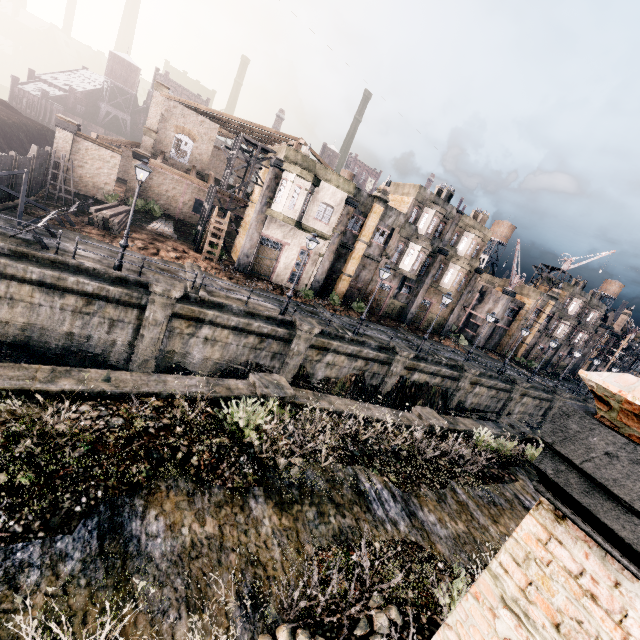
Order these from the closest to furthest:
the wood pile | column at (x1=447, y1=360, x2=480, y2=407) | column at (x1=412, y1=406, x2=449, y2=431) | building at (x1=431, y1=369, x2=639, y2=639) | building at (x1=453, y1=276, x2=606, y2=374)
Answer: building at (x1=431, y1=369, x2=639, y2=639)
column at (x1=412, y1=406, x2=449, y2=431)
the wood pile
column at (x1=447, y1=360, x2=480, y2=407)
building at (x1=453, y1=276, x2=606, y2=374)

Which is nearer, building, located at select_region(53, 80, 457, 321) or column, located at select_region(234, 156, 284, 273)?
column, located at select_region(234, 156, 284, 273)

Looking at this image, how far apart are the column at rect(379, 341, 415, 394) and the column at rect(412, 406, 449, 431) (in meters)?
7.63

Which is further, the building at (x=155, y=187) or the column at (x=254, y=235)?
the building at (x=155, y=187)

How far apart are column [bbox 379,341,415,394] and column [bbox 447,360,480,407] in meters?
7.0

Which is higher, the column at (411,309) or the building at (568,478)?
the building at (568,478)

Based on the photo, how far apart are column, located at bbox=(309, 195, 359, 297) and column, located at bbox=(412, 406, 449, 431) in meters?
16.5

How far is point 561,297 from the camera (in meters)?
50.66
